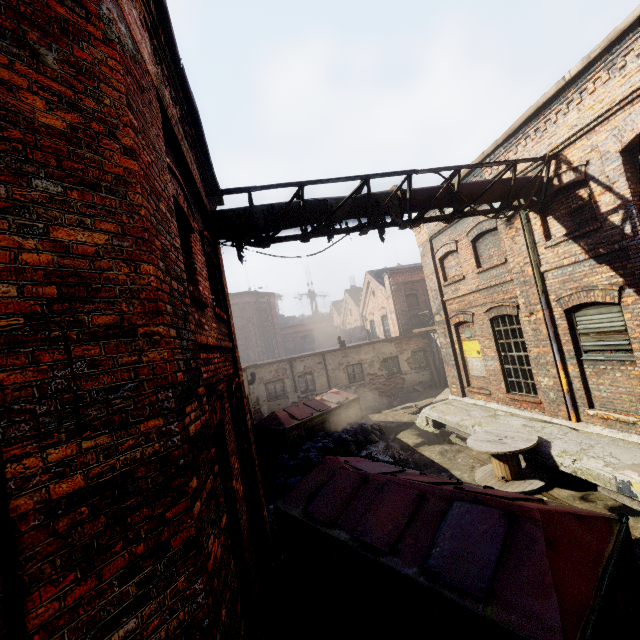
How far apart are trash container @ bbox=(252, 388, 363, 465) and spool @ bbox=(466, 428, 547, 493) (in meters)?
5.70

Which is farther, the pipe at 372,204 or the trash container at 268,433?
the trash container at 268,433

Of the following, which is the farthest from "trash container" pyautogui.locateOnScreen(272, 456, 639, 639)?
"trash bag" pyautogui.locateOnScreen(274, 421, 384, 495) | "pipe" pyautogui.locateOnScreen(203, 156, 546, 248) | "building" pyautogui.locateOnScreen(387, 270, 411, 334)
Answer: "building" pyautogui.locateOnScreen(387, 270, 411, 334)

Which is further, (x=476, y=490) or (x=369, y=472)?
A: (x=369, y=472)

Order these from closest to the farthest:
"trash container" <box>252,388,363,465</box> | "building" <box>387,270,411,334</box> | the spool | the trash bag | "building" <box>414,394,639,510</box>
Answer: "building" <box>414,394,639,510</box>
the spool
the trash bag
"trash container" <box>252,388,363,465</box>
"building" <box>387,270,411,334</box>

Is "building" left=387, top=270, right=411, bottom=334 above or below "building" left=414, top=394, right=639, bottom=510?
above

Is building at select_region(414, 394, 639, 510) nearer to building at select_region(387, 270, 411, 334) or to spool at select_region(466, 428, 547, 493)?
spool at select_region(466, 428, 547, 493)

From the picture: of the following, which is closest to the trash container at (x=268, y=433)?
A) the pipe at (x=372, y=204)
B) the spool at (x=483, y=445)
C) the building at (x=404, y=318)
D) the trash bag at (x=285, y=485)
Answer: the trash bag at (x=285, y=485)
